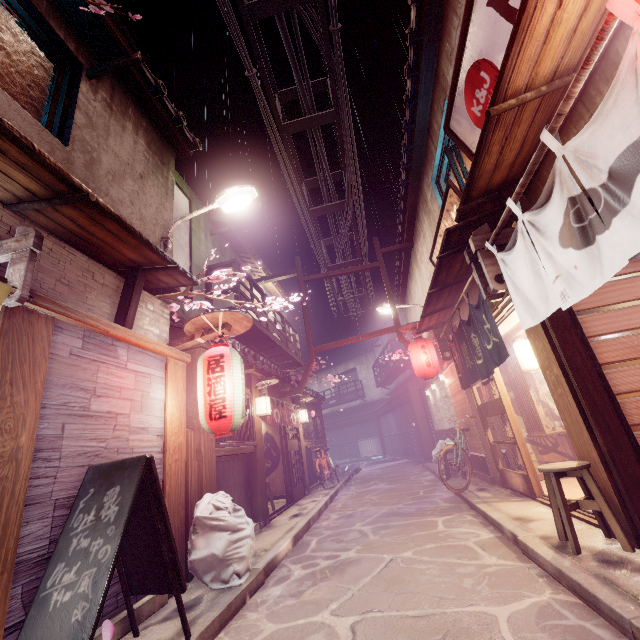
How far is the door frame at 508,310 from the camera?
8.52m

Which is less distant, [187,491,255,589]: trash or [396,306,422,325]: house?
[187,491,255,589]: trash

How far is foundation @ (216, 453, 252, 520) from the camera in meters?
10.5 m

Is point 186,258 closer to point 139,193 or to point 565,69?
point 139,193

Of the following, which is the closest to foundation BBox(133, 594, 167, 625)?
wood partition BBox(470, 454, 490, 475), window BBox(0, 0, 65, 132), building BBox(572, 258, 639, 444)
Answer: building BBox(572, 258, 639, 444)

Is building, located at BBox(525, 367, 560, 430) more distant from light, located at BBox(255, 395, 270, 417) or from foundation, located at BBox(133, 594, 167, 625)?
light, located at BBox(255, 395, 270, 417)

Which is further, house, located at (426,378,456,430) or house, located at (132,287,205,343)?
house, located at (426,378,456,430)

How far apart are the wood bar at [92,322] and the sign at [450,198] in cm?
939
